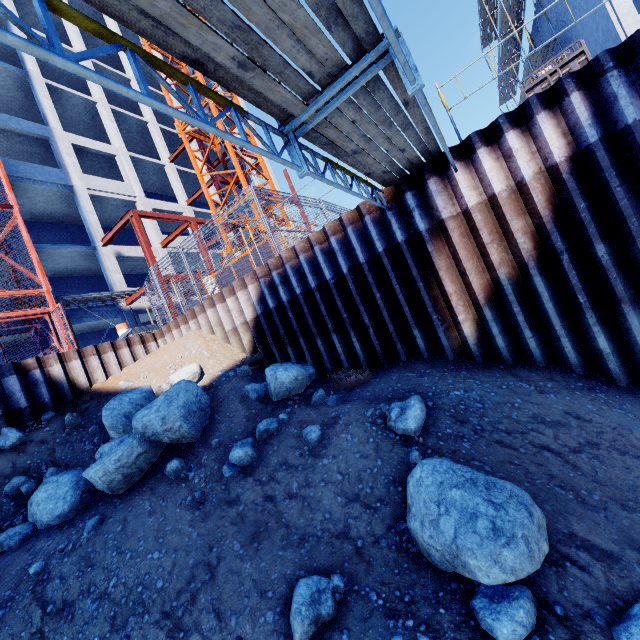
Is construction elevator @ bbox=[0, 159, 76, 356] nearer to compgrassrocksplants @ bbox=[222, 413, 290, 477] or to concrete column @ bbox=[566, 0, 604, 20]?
compgrassrocksplants @ bbox=[222, 413, 290, 477]

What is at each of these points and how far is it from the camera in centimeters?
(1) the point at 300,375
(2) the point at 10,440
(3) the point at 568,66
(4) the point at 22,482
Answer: (1) compgrassrocksplants, 724cm
(2) compgrassrocksplants, 777cm
(3) forklift, 1031cm
(4) compgrassrocksplants, 700cm

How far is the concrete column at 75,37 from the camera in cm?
2367

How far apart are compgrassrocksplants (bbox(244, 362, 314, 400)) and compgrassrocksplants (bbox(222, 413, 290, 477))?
0.22m

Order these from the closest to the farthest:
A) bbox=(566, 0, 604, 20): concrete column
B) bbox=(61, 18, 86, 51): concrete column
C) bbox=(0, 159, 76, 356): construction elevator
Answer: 1. bbox=(0, 159, 76, 356): construction elevator
2. bbox=(566, 0, 604, 20): concrete column
3. bbox=(61, 18, 86, 51): concrete column

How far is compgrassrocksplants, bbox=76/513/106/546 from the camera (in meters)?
5.13

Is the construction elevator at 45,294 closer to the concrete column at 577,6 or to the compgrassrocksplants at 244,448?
the compgrassrocksplants at 244,448

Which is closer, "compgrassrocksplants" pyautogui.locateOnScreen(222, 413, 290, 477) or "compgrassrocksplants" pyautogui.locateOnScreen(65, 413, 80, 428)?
"compgrassrocksplants" pyautogui.locateOnScreen(222, 413, 290, 477)
